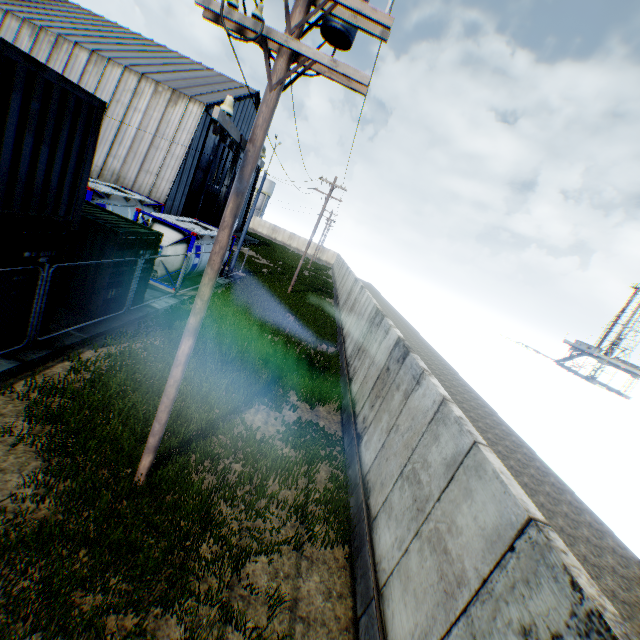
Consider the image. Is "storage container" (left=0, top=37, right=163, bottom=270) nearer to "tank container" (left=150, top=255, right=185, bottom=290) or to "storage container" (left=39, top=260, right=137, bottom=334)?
"storage container" (left=39, top=260, right=137, bottom=334)

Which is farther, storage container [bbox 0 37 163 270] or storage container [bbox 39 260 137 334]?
storage container [bbox 39 260 137 334]

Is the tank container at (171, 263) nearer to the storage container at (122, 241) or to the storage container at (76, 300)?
the storage container at (76, 300)

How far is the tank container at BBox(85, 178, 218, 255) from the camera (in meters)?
15.23

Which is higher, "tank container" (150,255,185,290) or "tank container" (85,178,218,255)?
"tank container" (85,178,218,255)

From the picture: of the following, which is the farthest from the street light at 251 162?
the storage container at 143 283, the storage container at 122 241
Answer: the storage container at 143 283

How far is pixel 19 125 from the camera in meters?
5.7
